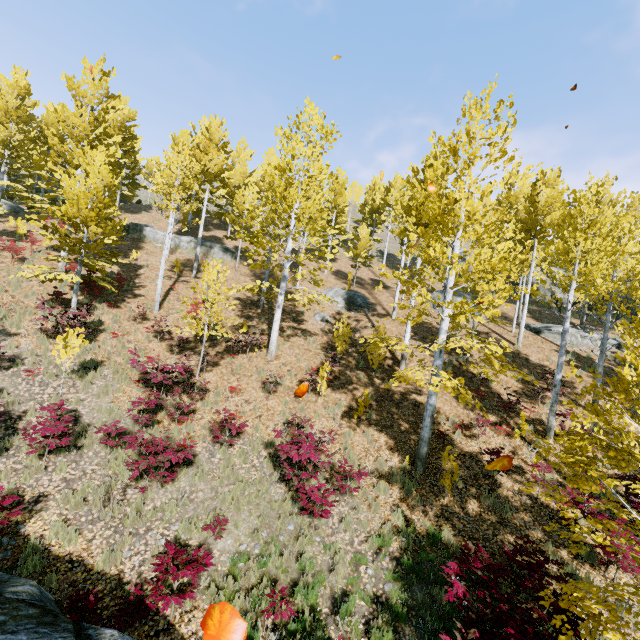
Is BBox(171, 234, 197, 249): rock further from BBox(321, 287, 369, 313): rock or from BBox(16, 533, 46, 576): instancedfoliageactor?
BBox(321, 287, 369, 313): rock

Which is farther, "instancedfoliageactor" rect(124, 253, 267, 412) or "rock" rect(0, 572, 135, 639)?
"instancedfoliageactor" rect(124, 253, 267, 412)

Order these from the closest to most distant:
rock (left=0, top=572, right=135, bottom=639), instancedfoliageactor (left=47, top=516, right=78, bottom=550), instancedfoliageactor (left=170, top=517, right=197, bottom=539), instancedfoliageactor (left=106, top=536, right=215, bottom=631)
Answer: rock (left=0, top=572, right=135, bottom=639) < instancedfoliageactor (left=106, top=536, right=215, bottom=631) < instancedfoliageactor (left=47, top=516, right=78, bottom=550) < instancedfoliageactor (left=170, top=517, right=197, bottom=539)

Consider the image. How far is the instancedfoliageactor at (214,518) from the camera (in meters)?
7.02

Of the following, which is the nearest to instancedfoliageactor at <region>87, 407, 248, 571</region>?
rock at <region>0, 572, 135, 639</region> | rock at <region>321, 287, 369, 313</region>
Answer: rock at <region>0, 572, 135, 639</region>

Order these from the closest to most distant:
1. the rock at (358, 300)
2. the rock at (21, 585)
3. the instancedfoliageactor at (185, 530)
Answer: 1. the rock at (21, 585)
2. the instancedfoliageactor at (185, 530)
3. the rock at (358, 300)

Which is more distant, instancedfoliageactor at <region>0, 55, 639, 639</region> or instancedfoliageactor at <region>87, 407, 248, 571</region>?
instancedfoliageactor at <region>87, 407, 248, 571</region>

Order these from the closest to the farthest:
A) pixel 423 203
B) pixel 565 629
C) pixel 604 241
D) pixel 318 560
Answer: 1. pixel 565 629
2. pixel 318 560
3. pixel 604 241
4. pixel 423 203
